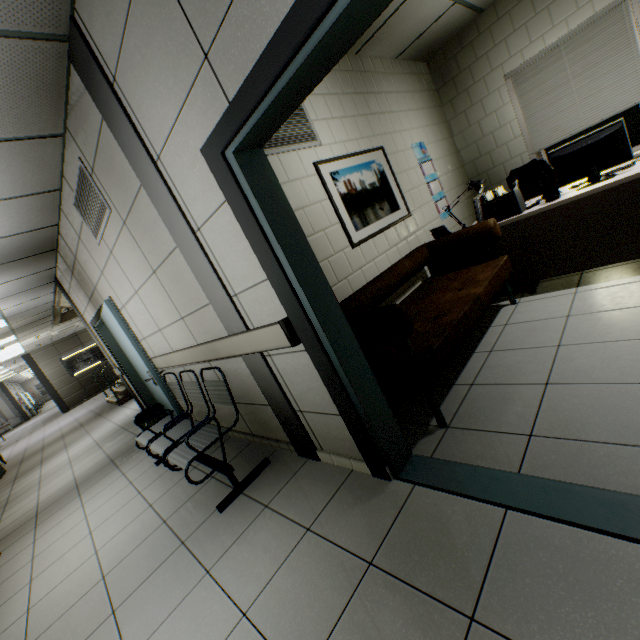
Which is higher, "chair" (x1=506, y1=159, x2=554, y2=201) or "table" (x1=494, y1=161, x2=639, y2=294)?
"chair" (x1=506, y1=159, x2=554, y2=201)

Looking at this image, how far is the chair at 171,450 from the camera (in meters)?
2.55

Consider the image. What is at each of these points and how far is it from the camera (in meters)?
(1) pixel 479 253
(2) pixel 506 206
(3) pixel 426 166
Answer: (1) table, 3.61
(2) document folder, 3.23
(3) calendar, 4.49

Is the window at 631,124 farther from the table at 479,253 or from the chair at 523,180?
the table at 479,253

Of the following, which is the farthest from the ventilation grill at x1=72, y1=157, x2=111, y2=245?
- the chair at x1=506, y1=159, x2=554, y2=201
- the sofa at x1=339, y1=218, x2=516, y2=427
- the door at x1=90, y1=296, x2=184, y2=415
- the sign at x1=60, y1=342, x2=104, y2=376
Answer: the sign at x1=60, y1=342, x2=104, y2=376

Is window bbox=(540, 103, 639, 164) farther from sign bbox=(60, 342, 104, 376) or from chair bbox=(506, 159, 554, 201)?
sign bbox=(60, 342, 104, 376)

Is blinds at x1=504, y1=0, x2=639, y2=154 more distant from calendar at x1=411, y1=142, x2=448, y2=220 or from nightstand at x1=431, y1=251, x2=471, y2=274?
nightstand at x1=431, y1=251, x2=471, y2=274
